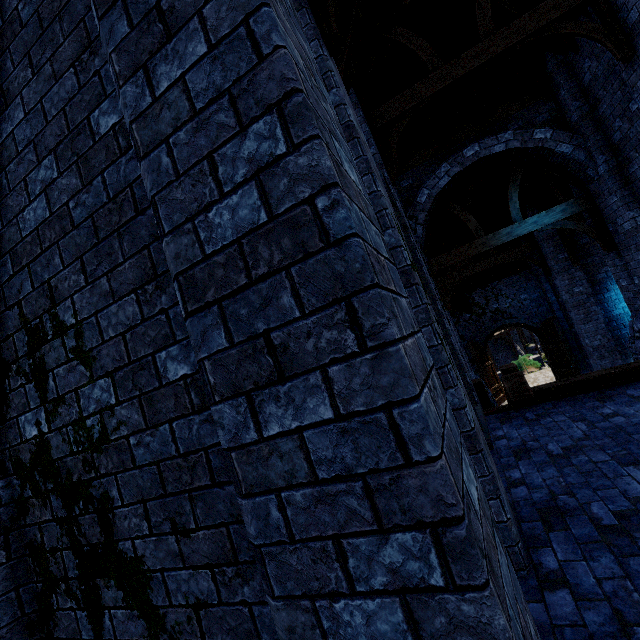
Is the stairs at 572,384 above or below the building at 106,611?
below

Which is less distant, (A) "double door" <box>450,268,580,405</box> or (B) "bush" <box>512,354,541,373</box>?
(A) "double door" <box>450,268,580,405</box>

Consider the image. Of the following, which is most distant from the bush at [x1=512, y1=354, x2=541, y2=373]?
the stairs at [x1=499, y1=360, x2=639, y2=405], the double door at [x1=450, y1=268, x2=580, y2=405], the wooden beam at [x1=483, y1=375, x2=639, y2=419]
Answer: the wooden beam at [x1=483, y1=375, x2=639, y2=419]

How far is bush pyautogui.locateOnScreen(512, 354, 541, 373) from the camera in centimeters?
2278cm

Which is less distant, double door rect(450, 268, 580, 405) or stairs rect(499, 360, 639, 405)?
stairs rect(499, 360, 639, 405)

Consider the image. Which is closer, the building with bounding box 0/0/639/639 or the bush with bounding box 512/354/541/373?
the building with bounding box 0/0/639/639

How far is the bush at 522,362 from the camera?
22.8m

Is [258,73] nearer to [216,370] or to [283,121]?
[283,121]
